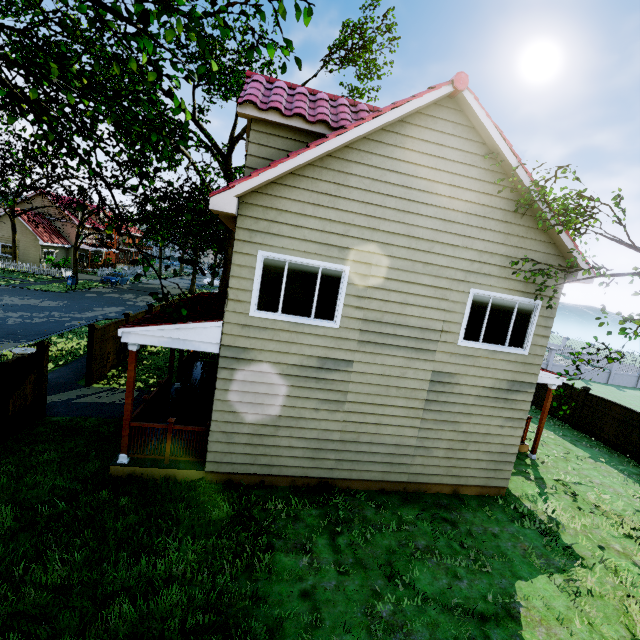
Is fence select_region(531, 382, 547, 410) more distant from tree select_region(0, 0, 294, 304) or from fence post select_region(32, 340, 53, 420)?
fence post select_region(32, 340, 53, 420)

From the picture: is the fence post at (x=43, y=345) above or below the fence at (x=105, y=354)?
above

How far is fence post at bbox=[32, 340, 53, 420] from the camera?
8.6 meters

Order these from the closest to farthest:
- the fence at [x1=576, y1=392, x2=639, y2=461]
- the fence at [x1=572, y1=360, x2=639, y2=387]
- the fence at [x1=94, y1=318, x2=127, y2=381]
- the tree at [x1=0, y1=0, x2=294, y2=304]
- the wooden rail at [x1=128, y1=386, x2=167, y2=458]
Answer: the tree at [x1=0, y1=0, x2=294, y2=304], the wooden rail at [x1=128, y1=386, x2=167, y2=458], the fence at [x1=94, y1=318, x2=127, y2=381], the fence at [x1=576, y1=392, x2=639, y2=461], the fence at [x1=572, y1=360, x2=639, y2=387]

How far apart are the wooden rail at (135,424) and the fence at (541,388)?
Result: 17.5 meters

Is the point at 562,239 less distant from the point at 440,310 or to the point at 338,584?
the point at 440,310

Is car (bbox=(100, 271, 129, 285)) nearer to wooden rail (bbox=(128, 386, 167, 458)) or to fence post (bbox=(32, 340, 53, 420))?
fence post (bbox=(32, 340, 53, 420))

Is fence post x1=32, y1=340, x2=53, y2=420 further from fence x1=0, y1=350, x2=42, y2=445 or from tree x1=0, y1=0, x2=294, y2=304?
tree x1=0, y1=0, x2=294, y2=304
